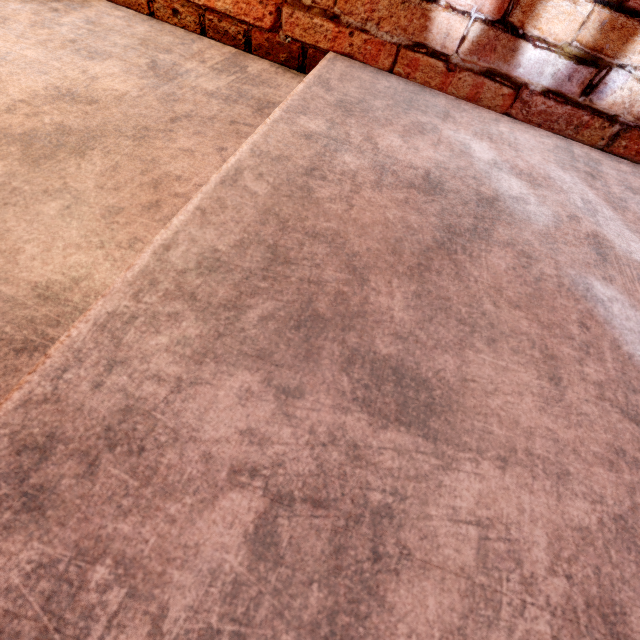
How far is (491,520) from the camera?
0.45m
